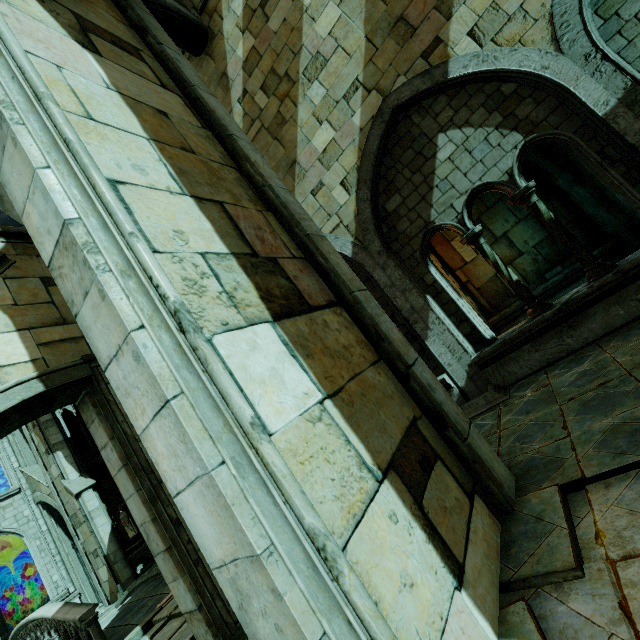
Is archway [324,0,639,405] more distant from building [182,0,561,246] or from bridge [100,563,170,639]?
bridge [100,563,170,639]

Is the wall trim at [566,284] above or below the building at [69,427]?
below

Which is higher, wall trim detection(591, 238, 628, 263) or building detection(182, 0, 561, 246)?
building detection(182, 0, 561, 246)

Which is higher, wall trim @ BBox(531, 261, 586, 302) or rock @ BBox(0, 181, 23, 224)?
rock @ BBox(0, 181, 23, 224)

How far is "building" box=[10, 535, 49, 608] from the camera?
19.9m

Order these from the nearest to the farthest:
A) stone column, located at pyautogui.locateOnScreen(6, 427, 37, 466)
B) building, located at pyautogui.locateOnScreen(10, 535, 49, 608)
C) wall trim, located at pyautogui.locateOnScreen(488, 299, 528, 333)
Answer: wall trim, located at pyautogui.locateOnScreen(488, 299, 528, 333) < stone column, located at pyautogui.locateOnScreen(6, 427, 37, 466) < building, located at pyautogui.locateOnScreen(10, 535, 49, 608)

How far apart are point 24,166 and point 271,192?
2.14m

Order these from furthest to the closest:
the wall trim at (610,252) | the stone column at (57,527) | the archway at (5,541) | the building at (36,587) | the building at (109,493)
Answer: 1. the building at (109,493)
2. the archway at (5,541)
3. the building at (36,587)
4. the stone column at (57,527)
5. the wall trim at (610,252)
